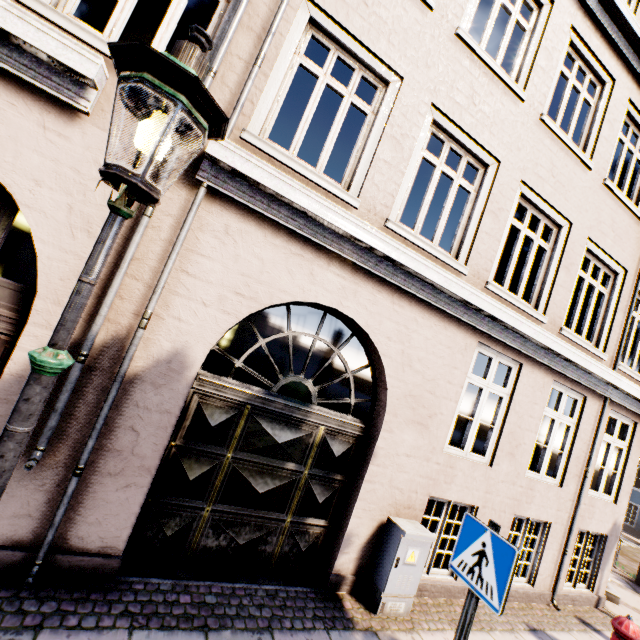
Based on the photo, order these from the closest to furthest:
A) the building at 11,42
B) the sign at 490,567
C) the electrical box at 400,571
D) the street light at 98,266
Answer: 1. the street light at 98,266
2. the sign at 490,567
3. the building at 11,42
4. the electrical box at 400,571

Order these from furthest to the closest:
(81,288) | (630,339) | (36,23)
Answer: (630,339), (36,23), (81,288)

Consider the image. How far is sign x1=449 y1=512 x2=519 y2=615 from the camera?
2.4m

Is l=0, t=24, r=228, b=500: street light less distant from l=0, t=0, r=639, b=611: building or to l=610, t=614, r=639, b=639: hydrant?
l=610, t=614, r=639, b=639: hydrant

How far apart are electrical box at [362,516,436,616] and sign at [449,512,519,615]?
1.33m

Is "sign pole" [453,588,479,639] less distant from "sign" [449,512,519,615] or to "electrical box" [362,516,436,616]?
"sign" [449,512,519,615]

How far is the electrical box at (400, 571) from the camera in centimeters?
404cm

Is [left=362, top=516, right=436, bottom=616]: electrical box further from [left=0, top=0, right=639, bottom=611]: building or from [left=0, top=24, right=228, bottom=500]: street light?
[left=0, top=0, right=639, bottom=611]: building
